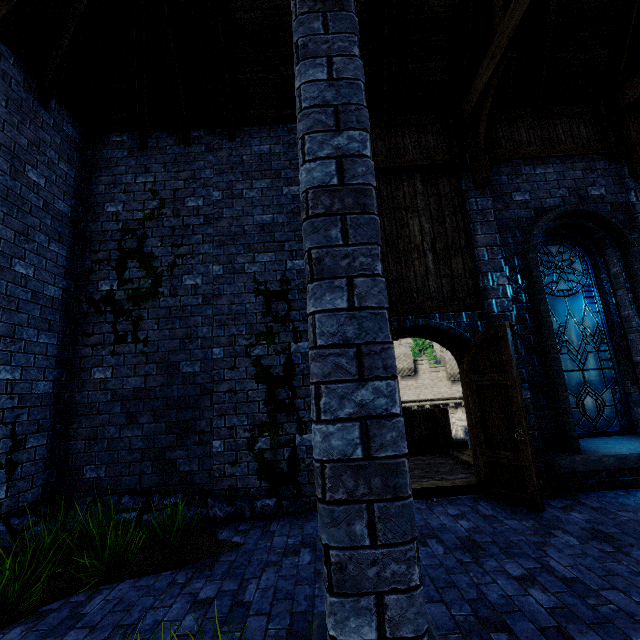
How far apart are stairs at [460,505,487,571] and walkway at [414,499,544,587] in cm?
0

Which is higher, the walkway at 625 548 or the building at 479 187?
the building at 479 187

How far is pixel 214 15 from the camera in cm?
563

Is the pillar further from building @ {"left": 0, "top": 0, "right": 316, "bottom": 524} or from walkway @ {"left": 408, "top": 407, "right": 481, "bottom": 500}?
walkway @ {"left": 408, "top": 407, "right": 481, "bottom": 500}

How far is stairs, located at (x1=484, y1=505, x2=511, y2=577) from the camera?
3.1 meters

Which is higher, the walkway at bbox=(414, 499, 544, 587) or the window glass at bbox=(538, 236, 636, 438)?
the window glass at bbox=(538, 236, 636, 438)

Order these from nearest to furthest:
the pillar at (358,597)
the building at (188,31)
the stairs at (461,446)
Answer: the pillar at (358,597) → the building at (188,31) → the stairs at (461,446)

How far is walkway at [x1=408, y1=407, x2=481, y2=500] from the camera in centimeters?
545cm
